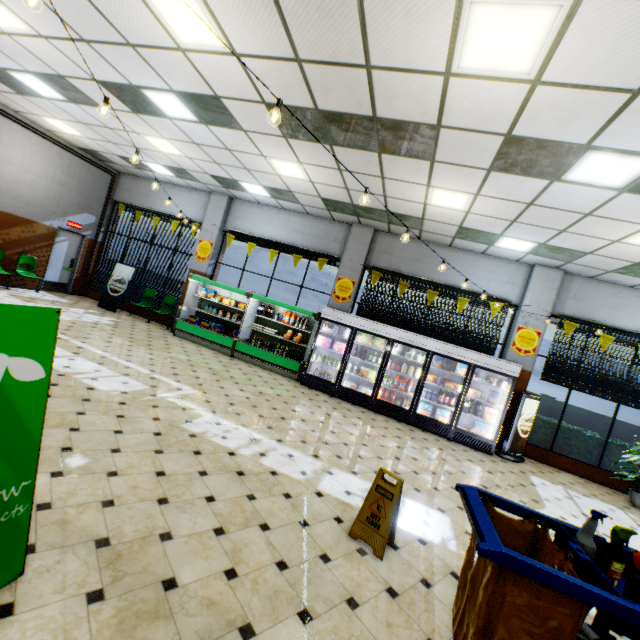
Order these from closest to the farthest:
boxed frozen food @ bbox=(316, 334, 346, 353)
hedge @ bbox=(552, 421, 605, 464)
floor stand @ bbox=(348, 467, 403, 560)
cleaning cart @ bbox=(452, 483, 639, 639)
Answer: cleaning cart @ bbox=(452, 483, 639, 639) → floor stand @ bbox=(348, 467, 403, 560) → hedge @ bbox=(552, 421, 605, 464) → boxed frozen food @ bbox=(316, 334, 346, 353)

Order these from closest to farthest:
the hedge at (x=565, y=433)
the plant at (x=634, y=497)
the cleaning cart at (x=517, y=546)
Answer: the cleaning cart at (x=517, y=546)
the plant at (x=634, y=497)
the hedge at (x=565, y=433)

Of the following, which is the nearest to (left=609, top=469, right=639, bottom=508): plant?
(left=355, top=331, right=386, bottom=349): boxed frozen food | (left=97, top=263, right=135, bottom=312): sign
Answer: (left=355, top=331, right=386, bottom=349): boxed frozen food

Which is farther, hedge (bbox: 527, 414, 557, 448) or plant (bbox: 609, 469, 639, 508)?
hedge (bbox: 527, 414, 557, 448)

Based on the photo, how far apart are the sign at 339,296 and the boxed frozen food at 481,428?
4.4m

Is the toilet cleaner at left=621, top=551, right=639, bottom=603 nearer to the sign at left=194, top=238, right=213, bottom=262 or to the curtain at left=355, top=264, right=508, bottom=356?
the curtain at left=355, top=264, right=508, bottom=356

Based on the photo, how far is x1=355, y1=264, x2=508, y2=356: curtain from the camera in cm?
880

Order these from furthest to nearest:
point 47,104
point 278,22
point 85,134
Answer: point 85,134 → point 47,104 → point 278,22
